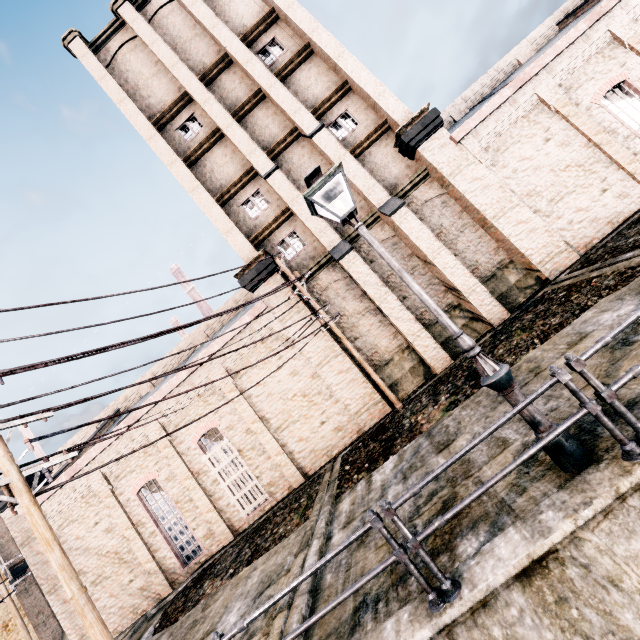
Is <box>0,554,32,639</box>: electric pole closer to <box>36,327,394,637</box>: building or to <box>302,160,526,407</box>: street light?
<box>36,327,394,637</box>: building

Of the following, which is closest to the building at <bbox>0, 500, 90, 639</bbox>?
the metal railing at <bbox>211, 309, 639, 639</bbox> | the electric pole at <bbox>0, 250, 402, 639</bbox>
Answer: the electric pole at <bbox>0, 250, 402, 639</bbox>

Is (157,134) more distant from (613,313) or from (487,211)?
(613,313)

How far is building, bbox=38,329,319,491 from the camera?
16.34m

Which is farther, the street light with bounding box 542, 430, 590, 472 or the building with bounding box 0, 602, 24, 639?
the building with bounding box 0, 602, 24, 639

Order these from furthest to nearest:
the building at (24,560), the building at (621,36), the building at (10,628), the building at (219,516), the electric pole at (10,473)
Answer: the building at (10,628) → the building at (24,560) → the building at (219,516) → the building at (621,36) → the electric pole at (10,473)

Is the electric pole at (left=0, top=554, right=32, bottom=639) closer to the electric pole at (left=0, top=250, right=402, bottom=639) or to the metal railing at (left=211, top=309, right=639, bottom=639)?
the electric pole at (left=0, top=250, right=402, bottom=639)

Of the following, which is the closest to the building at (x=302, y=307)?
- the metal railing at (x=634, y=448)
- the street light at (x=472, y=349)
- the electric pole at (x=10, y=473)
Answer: the electric pole at (x=10, y=473)
